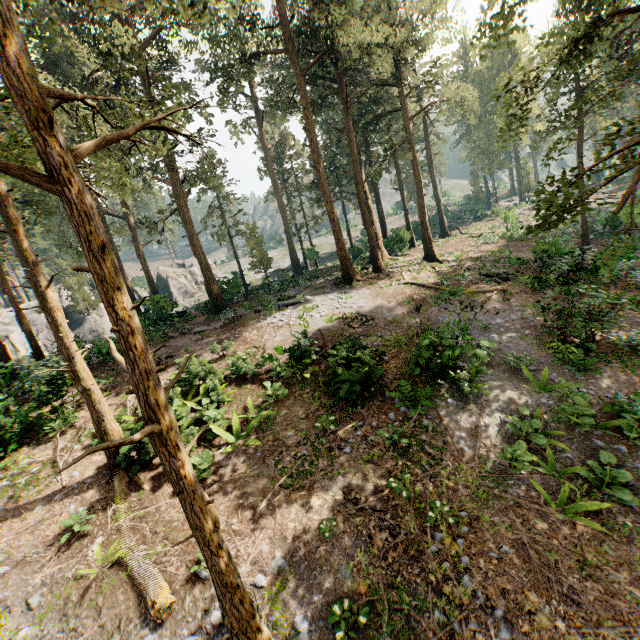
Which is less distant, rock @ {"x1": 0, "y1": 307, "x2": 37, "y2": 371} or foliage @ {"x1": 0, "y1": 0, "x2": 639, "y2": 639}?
foliage @ {"x1": 0, "y1": 0, "x2": 639, "y2": 639}

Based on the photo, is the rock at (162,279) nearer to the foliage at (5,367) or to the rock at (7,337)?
the rock at (7,337)

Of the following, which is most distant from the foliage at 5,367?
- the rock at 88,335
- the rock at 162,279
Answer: the rock at 162,279

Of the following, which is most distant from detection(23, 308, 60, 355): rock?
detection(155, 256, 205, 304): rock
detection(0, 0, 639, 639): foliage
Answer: detection(155, 256, 205, 304): rock

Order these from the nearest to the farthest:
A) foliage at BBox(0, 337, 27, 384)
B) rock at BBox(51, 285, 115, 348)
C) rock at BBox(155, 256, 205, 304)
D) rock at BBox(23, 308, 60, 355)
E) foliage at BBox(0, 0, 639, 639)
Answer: foliage at BBox(0, 0, 639, 639)
foliage at BBox(0, 337, 27, 384)
rock at BBox(23, 308, 60, 355)
rock at BBox(51, 285, 115, 348)
rock at BBox(155, 256, 205, 304)

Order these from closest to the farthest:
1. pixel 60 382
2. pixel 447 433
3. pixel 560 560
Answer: pixel 560 560 < pixel 447 433 < pixel 60 382

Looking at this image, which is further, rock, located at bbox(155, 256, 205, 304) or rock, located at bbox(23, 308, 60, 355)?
rock, located at bbox(155, 256, 205, 304)

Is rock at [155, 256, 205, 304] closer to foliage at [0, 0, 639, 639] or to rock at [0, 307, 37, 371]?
rock at [0, 307, 37, 371]
